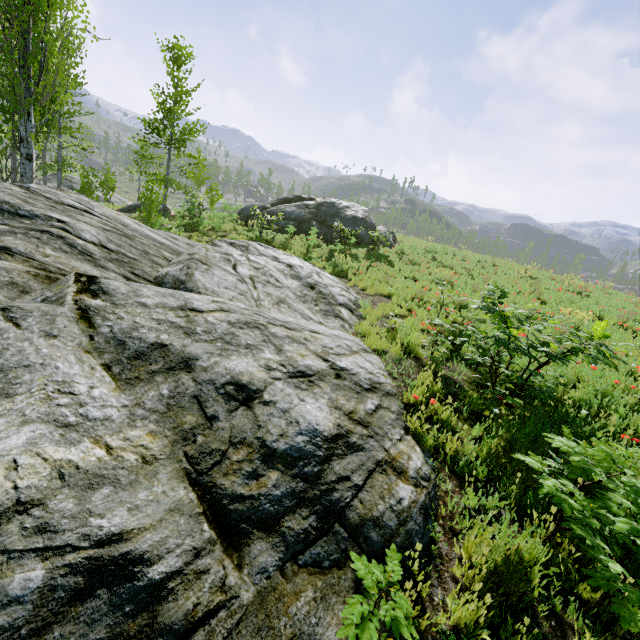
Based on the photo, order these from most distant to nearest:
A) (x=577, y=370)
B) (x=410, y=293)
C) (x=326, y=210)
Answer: (x=326, y=210) < (x=410, y=293) < (x=577, y=370)

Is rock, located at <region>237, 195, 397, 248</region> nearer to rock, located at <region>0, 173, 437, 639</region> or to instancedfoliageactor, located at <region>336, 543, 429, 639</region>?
rock, located at <region>0, 173, 437, 639</region>

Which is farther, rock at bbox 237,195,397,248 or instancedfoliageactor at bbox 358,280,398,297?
rock at bbox 237,195,397,248

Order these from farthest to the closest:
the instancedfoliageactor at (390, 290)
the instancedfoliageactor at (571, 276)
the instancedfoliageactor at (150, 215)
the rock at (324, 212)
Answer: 1. the rock at (324, 212)
2. the instancedfoliageactor at (571, 276)
3. the instancedfoliageactor at (150, 215)
4. the instancedfoliageactor at (390, 290)

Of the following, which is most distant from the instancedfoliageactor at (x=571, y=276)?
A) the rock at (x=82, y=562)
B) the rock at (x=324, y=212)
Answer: the rock at (x=324, y=212)

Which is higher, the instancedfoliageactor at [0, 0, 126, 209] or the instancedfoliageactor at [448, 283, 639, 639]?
the instancedfoliageactor at [0, 0, 126, 209]

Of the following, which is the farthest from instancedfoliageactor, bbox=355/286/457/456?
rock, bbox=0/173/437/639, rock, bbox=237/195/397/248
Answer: rock, bbox=237/195/397/248
